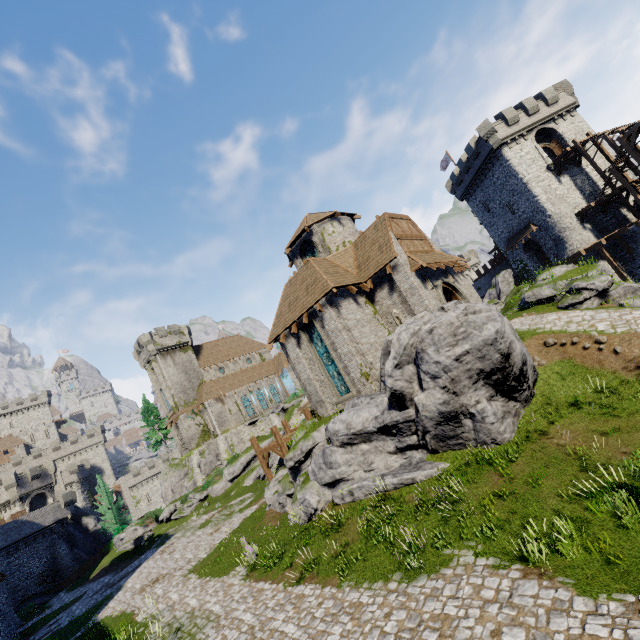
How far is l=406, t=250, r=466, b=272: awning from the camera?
17.4m

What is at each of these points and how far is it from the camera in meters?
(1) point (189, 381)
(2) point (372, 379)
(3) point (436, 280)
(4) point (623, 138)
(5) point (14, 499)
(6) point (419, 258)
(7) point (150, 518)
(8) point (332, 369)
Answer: (1) building, 53.2
(2) building, 16.8
(3) double door, 19.3
(4) stairs, 26.1
(5) building tower, 45.9
(6) awning, 18.1
(7) bush, 39.7
(8) window glass, 18.8

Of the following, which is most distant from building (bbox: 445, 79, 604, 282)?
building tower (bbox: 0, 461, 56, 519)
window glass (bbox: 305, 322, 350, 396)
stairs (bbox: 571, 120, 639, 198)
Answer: building tower (bbox: 0, 461, 56, 519)

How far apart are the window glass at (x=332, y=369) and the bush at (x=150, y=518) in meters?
34.7

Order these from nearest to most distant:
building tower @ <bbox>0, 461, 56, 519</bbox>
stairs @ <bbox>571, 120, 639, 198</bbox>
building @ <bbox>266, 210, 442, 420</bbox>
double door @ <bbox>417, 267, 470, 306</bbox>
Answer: building @ <bbox>266, 210, 442, 420</bbox> → double door @ <bbox>417, 267, 470, 306</bbox> → stairs @ <bbox>571, 120, 639, 198</bbox> → building tower @ <bbox>0, 461, 56, 519</bbox>

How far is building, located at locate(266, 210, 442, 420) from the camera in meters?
17.2

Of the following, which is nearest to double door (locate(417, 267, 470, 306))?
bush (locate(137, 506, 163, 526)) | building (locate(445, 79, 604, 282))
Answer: building (locate(445, 79, 604, 282))

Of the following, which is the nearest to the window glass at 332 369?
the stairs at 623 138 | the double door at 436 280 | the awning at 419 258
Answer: the double door at 436 280
